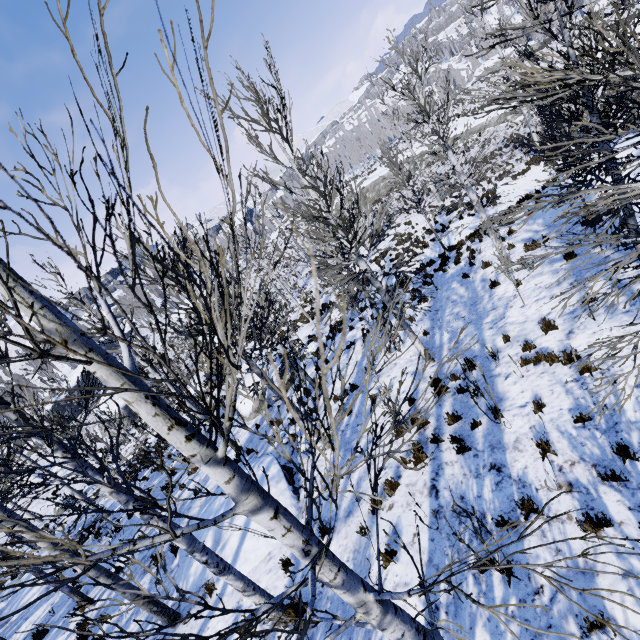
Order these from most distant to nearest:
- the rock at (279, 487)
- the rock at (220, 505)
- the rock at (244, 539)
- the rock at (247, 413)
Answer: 1. the rock at (247, 413)
2. the rock at (220, 505)
3. the rock at (279, 487)
4. the rock at (244, 539)

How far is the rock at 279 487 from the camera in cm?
832

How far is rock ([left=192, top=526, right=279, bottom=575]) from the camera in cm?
753

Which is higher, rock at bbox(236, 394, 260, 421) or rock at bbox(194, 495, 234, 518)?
rock at bbox(194, 495, 234, 518)

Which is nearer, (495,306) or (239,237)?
(495,306)
